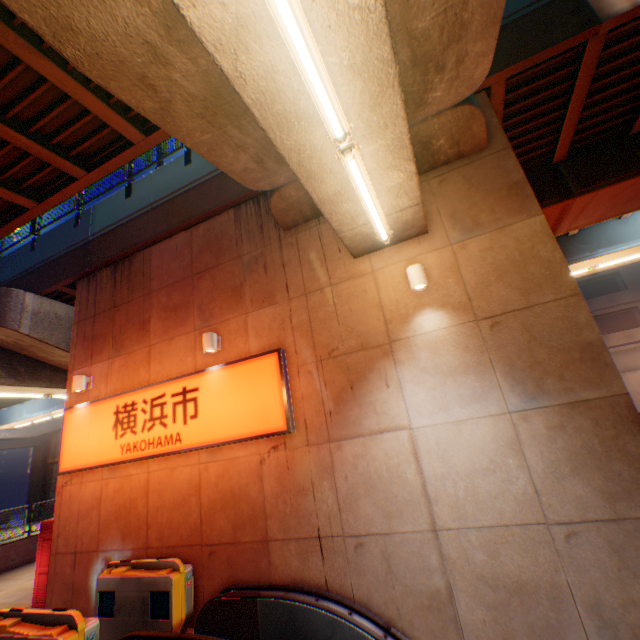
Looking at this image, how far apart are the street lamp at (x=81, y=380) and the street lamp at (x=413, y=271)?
8.7m

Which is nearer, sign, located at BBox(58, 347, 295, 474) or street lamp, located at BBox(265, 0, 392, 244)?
street lamp, located at BBox(265, 0, 392, 244)

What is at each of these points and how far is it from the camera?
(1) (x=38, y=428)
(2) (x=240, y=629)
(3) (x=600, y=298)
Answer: (1) overpass support, 28.27m
(2) escalator, 5.16m
(3) building, 25.41m

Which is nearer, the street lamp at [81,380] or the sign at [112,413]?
the sign at [112,413]

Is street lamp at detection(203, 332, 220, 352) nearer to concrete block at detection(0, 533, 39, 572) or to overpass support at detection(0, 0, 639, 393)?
overpass support at detection(0, 0, 639, 393)

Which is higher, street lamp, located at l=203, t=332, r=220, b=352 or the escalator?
street lamp, located at l=203, t=332, r=220, b=352

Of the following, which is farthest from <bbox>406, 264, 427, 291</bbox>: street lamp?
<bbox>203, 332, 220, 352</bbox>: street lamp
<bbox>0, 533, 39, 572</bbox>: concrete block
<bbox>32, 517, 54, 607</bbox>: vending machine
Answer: <bbox>0, 533, 39, 572</bbox>: concrete block

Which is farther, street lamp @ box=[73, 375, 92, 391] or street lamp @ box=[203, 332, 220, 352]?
street lamp @ box=[73, 375, 92, 391]
